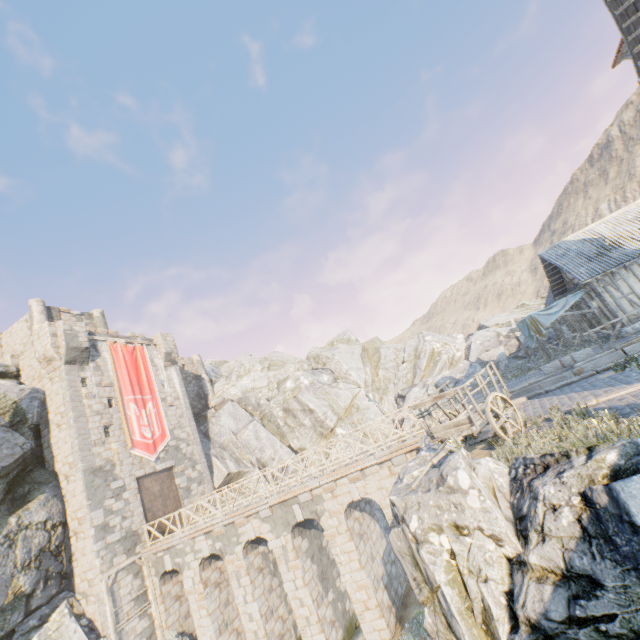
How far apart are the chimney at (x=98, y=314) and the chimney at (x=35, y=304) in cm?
319

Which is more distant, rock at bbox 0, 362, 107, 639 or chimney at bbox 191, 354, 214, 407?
chimney at bbox 191, 354, 214, 407

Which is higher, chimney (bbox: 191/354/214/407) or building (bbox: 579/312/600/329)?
chimney (bbox: 191/354/214/407)

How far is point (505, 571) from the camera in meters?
4.5 m

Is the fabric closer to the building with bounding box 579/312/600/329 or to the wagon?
the building with bounding box 579/312/600/329

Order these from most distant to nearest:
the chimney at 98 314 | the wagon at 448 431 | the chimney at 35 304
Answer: the chimney at 98 314 < the chimney at 35 304 < the wagon at 448 431

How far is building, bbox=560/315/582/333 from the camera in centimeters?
2353cm

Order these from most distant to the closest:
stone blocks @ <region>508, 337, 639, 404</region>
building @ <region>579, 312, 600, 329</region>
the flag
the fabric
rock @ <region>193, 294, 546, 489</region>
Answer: rock @ <region>193, 294, 546, 489</region> < the flag < building @ <region>579, 312, 600, 329</region> < the fabric < stone blocks @ <region>508, 337, 639, 404</region>
